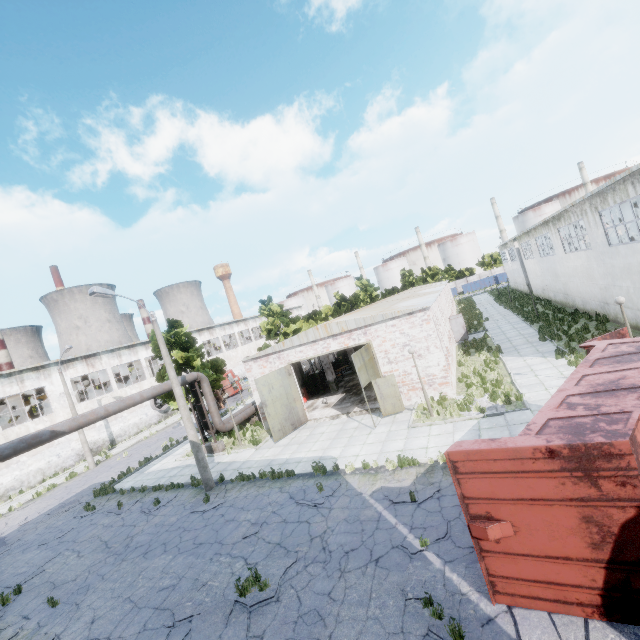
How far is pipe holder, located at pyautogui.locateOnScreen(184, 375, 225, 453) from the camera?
20.3 meters

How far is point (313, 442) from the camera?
17.0 meters

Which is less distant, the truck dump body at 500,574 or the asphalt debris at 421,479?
the truck dump body at 500,574

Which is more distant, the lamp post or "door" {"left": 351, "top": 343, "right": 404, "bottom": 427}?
"door" {"left": 351, "top": 343, "right": 404, "bottom": 427}

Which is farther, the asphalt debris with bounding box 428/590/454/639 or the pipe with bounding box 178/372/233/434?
the pipe with bounding box 178/372/233/434

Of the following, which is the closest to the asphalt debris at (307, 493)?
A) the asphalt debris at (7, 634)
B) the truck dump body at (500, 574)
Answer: the truck dump body at (500, 574)

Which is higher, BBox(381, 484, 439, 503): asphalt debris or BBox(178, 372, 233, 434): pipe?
BBox(178, 372, 233, 434): pipe

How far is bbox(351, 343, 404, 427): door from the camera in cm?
1616
